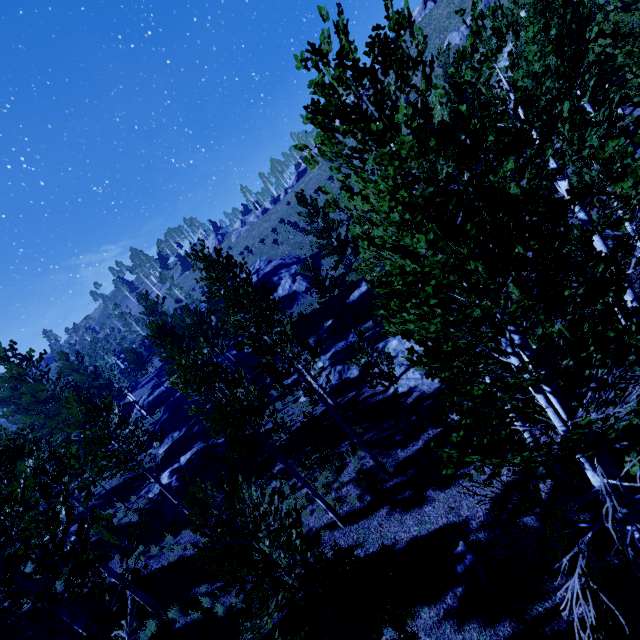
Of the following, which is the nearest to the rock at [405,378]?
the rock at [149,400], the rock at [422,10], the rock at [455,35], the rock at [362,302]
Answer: the rock at [362,302]

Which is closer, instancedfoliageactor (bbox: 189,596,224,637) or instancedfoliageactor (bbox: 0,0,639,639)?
instancedfoliageactor (bbox: 0,0,639,639)

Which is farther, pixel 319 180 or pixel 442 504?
pixel 319 180

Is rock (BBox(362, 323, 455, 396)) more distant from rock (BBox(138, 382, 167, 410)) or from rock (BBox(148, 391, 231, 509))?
rock (BBox(138, 382, 167, 410))

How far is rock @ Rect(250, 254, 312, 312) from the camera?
42.34m

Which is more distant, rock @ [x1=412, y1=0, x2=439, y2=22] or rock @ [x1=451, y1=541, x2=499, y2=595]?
rock @ [x1=412, y1=0, x2=439, y2=22]

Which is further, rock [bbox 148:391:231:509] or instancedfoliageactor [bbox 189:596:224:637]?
rock [bbox 148:391:231:509]

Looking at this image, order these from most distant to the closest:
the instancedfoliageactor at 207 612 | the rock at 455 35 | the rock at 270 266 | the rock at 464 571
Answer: the rock at 270 266
the rock at 455 35
the instancedfoliageactor at 207 612
the rock at 464 571
